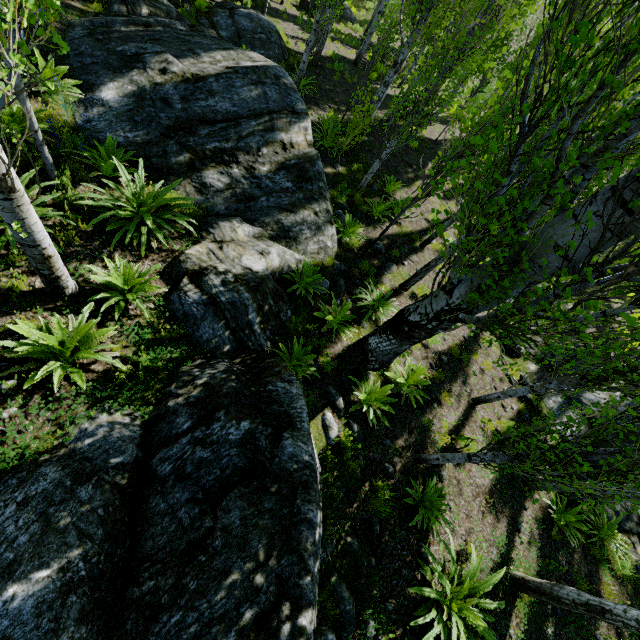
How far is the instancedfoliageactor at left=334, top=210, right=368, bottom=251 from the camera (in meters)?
8.58

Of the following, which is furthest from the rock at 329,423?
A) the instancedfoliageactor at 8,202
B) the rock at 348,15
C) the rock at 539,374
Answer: the rock at 348,15

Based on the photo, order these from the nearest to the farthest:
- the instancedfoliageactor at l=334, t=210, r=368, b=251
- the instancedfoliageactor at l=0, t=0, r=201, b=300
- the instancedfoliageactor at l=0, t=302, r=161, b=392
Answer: the instancedfoliageactor at l=0, t=0, r=201, b=300
the instancedfoliageactor at l=0, t=302, r=161, b=392
the instancedfoliageactor at l=334, t=210, r=368, b=251

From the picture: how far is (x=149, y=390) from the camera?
4.13m

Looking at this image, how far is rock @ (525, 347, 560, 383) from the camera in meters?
9.6 m

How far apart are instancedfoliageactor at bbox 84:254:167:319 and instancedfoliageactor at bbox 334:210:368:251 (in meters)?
5.08

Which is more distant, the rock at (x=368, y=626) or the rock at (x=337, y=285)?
the rock at (x=337, y=285)

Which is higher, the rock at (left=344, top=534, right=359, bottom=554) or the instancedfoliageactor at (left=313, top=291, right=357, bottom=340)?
the rock at (left=344, top=534, right=359, bottom=554)
